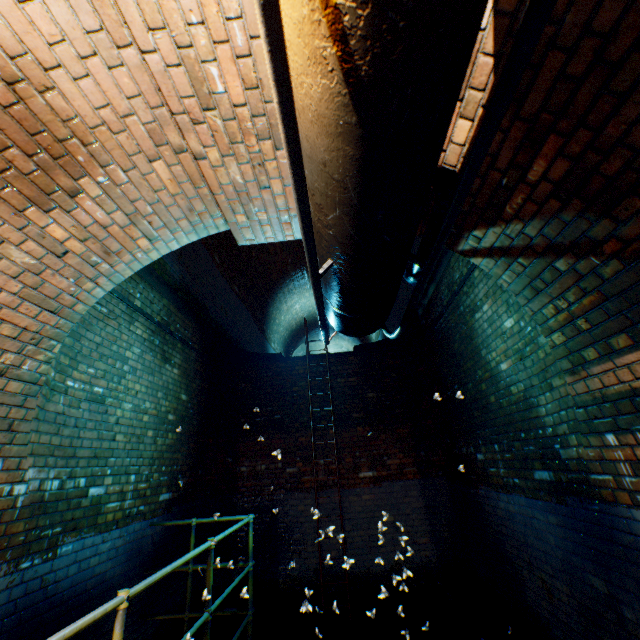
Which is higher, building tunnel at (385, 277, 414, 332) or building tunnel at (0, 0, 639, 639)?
building tunnel at (385, 277, 414, 332)

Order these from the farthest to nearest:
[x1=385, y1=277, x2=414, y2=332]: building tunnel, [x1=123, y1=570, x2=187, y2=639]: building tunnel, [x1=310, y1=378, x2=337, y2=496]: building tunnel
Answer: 1. [x1=385, y1=277, x2=414, y2=332]: building tunnel
2. [x1=310, y1=378, x2=337, y2=496]: building tunnel
3. [x1=123, y1=570, x2=187, y2=639]: building tunnel

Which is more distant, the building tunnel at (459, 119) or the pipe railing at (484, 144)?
the building tunnel at (459, 119)

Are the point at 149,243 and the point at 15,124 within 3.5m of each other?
yes

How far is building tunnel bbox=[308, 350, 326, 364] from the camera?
7.1 meters

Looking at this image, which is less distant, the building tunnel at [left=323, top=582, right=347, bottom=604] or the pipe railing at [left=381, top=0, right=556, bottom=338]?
the pipe railing at [left=381, top=0, right=556, bottom=338]

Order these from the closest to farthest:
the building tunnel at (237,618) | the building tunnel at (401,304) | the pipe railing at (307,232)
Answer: the pipe railing at (307,232)
the building tunnel at (237,618)
the building tunnel at (401,304)

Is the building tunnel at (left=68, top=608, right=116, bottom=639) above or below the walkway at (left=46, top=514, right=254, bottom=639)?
below
